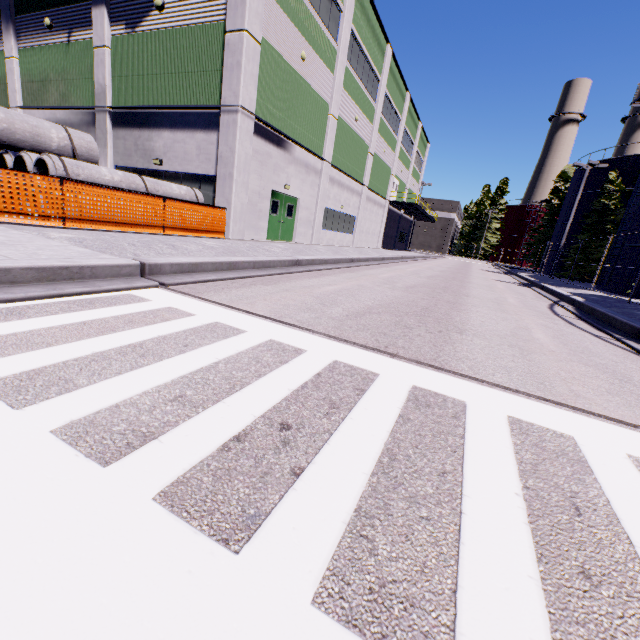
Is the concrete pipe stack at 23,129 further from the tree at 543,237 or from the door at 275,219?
the tree at 543,237

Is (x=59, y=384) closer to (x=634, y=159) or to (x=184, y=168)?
(x=184, y=168)

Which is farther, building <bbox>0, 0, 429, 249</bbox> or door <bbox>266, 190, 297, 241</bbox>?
door <bbox>266, 190, 297, 241</bbox>

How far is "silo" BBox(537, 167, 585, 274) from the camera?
35.97m

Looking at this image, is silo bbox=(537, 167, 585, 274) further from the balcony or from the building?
the balcony

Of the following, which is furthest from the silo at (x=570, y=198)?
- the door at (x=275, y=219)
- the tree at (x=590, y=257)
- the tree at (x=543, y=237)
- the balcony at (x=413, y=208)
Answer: the balcony at (x=413, y=208)

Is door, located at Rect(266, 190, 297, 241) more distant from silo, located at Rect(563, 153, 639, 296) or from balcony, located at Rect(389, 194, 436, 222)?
balcony, located at Rect(389, 194, 436, 222)

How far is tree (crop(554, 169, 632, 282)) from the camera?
28.2m
